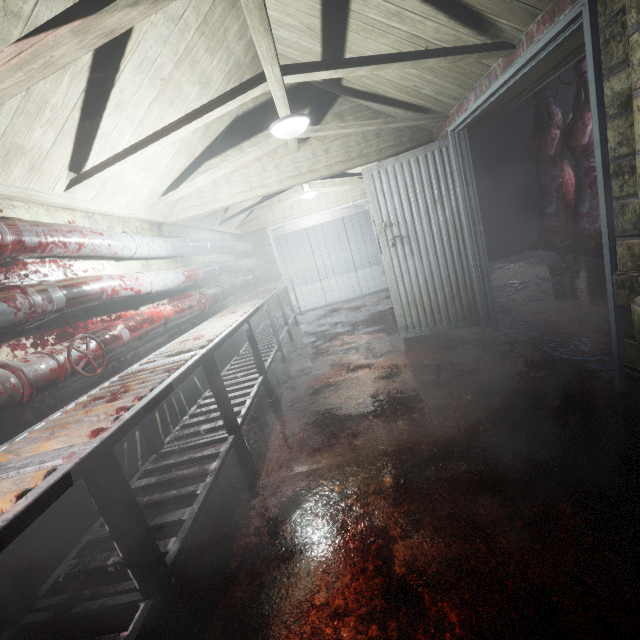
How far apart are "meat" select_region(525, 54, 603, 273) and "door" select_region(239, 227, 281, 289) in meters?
4.9 m

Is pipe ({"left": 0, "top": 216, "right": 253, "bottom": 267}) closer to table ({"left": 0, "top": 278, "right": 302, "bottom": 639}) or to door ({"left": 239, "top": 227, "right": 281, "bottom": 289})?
door ({"left": 239, "top": 227, "right": 281, "bottom": 289})

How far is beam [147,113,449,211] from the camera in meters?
3.0 m

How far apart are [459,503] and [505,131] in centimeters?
735cm

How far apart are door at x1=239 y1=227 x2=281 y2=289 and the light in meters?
4.1 m

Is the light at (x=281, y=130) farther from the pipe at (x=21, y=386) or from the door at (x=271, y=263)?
the door at (x=271, y=263)

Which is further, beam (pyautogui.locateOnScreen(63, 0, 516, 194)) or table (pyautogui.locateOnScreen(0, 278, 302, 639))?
beam (pyautogui.locateOnScreen(63, 0, 516, 194))

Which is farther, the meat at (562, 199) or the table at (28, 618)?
the meat at (562, 199)
